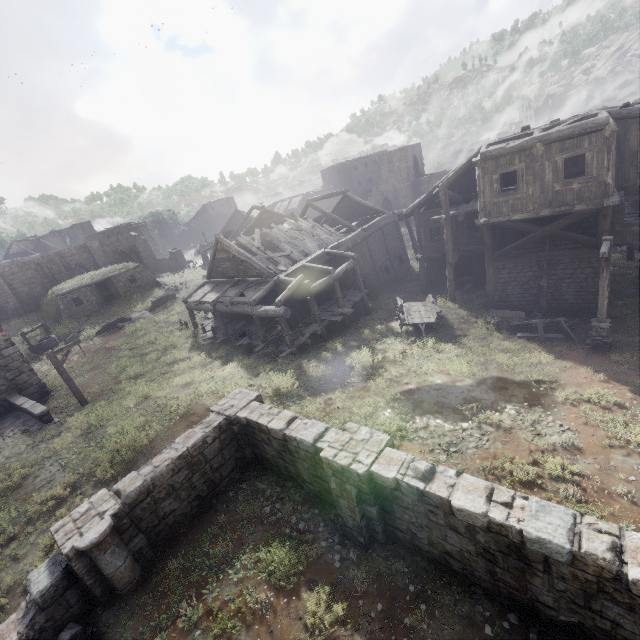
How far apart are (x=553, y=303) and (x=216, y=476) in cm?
1861

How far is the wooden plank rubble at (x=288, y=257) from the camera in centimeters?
2122cm

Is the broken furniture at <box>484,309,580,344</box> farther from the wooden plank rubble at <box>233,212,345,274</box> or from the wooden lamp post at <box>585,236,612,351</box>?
the wooden plank rubble at <box>233,212,345,274</box>

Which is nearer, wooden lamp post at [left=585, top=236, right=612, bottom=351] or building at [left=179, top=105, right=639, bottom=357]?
wooden lamp post at [left=585, top=236, right=612, bottom=351]

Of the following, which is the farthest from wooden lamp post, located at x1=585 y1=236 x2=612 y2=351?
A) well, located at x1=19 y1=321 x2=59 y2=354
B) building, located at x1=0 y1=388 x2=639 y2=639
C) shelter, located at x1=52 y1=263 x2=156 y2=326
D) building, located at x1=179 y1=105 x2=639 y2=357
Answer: shelter, located at x1=52 y1=263 x2=156 y2=326

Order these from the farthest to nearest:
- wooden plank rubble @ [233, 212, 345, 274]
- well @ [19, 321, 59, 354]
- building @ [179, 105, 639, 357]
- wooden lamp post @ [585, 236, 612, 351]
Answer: well @ [19, 321, 59, 354], wooden plank rubble @ [233, 212, 345, 274], building @ [179, 105, 639, 357], wooden lamp post @ [585, 236, 612, 351]

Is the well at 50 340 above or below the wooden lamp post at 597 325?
above

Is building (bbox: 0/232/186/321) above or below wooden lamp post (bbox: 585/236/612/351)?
above
